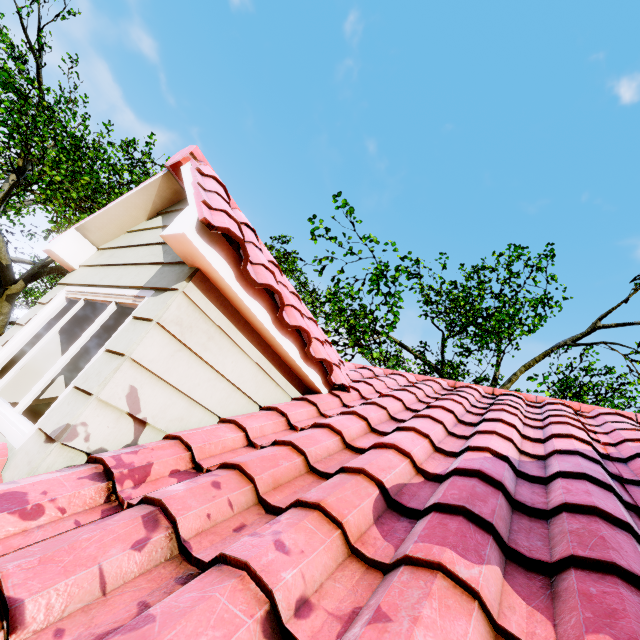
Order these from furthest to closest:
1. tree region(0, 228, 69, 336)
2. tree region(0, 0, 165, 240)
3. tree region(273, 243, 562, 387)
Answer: tree region(273, 243, 562, 387) → tree region(0, 228, 69, 336) → tree region(0, 0, 165, 240)

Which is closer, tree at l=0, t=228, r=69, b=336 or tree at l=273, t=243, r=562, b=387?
tree at l=0, t=228, r=69, b=336

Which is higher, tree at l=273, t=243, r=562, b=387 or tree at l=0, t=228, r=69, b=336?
tree at l=273, t=243, r=562, b=387

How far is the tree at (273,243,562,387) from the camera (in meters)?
10.82

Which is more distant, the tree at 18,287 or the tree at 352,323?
the tree at 352,323

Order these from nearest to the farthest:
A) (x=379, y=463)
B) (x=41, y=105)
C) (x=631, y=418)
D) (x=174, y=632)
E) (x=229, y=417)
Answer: (x=174, y=632), (x=379, y=463), (x=229, y=417), (x=631, y=418), (x=41, y=105)

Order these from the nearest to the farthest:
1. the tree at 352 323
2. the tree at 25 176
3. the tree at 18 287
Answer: the tree at 25 176 < the tree at 18 287 < the tree at 352 323
